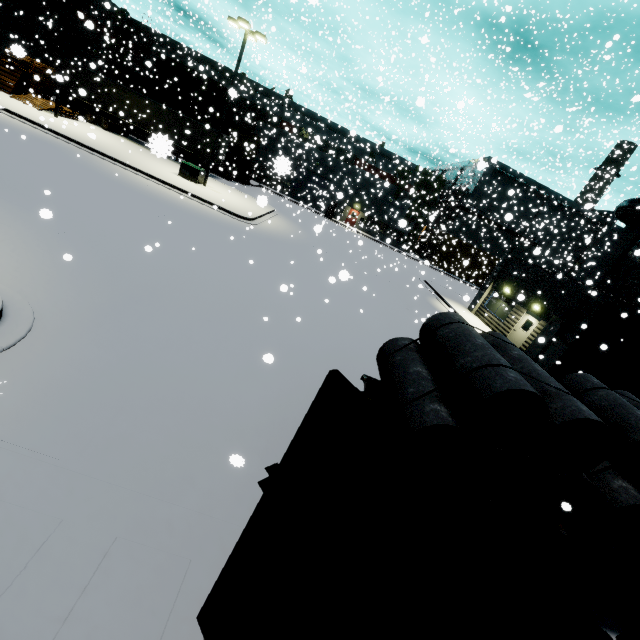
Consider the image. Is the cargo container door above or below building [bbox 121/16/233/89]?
below

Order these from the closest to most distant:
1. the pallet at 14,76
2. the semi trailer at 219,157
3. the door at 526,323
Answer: the door at 526,323 → the pallet at 14,76 → the semi trailer at 219,157

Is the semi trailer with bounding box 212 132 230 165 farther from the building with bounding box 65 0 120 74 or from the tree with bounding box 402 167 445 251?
the tree with bounding box 402 167 445 251

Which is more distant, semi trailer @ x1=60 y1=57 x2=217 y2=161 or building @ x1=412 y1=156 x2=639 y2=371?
semi trailer @ x1=60 y1=57 x2=217 y2=161

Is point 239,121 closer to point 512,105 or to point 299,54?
point 299,54

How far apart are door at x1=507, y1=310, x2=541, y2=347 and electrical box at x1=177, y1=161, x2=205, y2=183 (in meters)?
23.36

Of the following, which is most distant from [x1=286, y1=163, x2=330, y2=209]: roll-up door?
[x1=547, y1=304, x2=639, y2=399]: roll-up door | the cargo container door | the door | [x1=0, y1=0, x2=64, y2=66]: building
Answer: the cargo container door

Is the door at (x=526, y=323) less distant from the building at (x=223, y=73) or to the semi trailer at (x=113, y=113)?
the building at (x=223, y=73)
